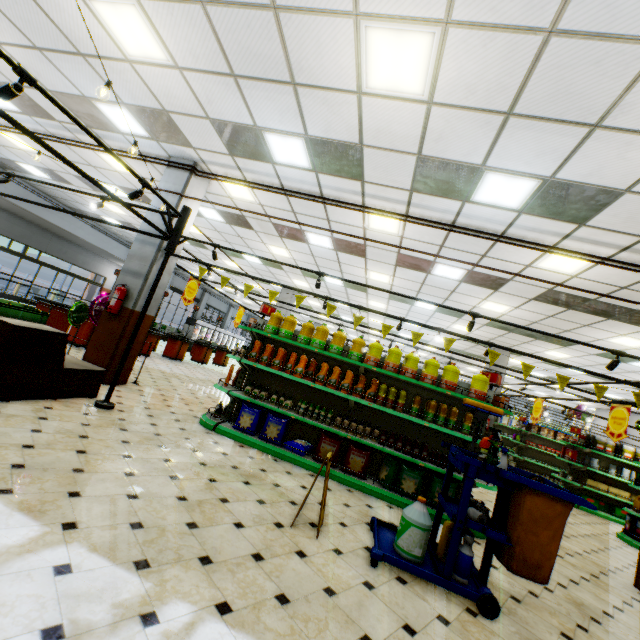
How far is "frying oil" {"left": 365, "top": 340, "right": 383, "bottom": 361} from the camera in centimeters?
558cm

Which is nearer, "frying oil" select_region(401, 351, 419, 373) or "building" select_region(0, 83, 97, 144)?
"frying oil" select_region(401, 351, 419, 373)

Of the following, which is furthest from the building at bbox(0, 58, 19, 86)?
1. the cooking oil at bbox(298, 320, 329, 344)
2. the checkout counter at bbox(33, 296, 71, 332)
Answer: the cooking oil at bbox(298, 320, 329, 344)

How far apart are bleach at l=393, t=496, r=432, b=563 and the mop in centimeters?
48cm

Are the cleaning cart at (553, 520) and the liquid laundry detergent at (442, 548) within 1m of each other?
yes

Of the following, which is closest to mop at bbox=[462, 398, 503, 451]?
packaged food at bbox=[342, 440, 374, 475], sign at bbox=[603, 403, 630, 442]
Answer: packaged food at bbox=[342, 440, 374, 475]

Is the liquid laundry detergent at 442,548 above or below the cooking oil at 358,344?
below

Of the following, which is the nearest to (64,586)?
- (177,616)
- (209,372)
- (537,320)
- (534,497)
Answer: (177,616)
